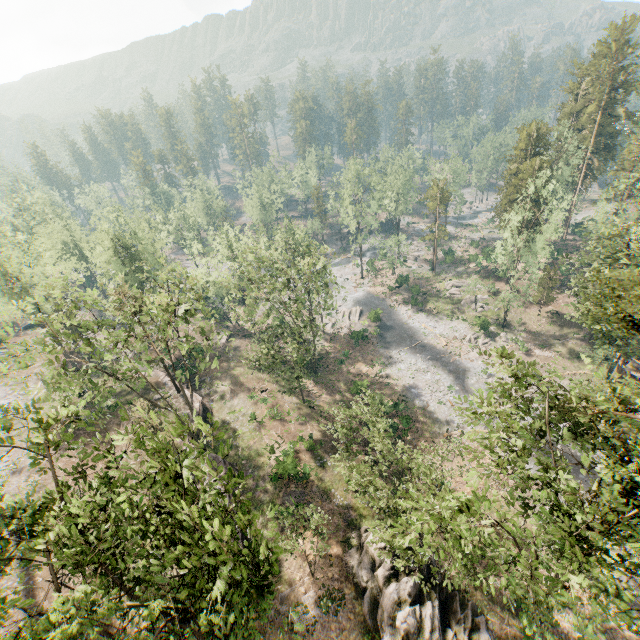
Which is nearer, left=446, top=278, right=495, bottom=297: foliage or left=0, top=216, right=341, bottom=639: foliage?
left=0, top=216, right=341, bottom=639: foliage

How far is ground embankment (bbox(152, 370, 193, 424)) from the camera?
35.7 meters

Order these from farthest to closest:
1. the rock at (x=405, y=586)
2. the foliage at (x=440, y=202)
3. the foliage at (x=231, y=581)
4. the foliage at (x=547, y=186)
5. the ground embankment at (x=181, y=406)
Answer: the foliage at (x=440, y=202), the ground embankment at (x=181, y=406), the rock at (x=405, y=586), the foliage at (x=547, y=186), the foliage at (x=231, y=581)

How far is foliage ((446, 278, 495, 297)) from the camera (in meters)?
50.38

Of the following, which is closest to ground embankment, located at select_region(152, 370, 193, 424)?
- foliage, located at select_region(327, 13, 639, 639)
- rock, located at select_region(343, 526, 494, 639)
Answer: foliage, located at select_region(327, 13, 639, 639)

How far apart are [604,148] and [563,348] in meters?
40.5

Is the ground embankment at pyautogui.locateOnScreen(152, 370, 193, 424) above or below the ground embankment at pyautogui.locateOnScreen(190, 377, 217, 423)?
above

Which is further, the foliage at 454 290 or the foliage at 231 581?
the foliage at 454 290
